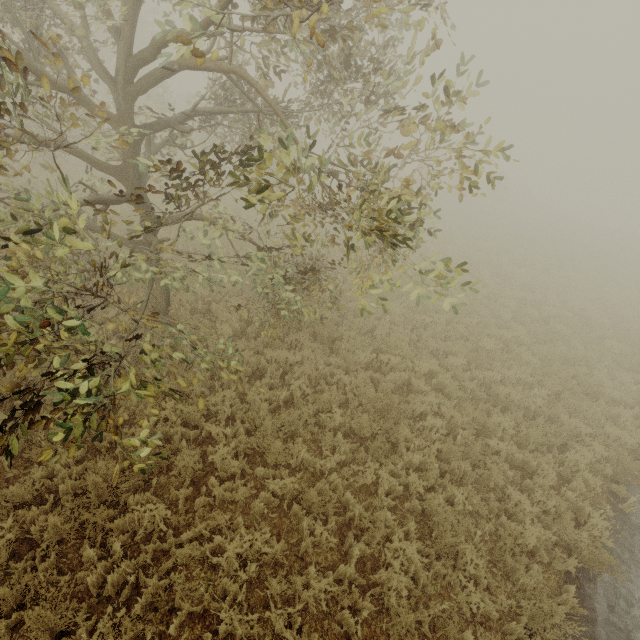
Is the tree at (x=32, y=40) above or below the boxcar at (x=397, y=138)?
below

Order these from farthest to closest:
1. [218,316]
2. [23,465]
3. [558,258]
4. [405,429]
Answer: [558,258], [218,316], [405,429], [23,465]

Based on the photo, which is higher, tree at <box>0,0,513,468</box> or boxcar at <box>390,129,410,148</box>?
boxcar at <box>390,129,410,148</box>

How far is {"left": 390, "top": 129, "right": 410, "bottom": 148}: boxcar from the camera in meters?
50.5 m

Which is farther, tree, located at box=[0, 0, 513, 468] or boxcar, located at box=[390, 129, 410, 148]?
boxcar, located at box=[390, 129, 410, 148]

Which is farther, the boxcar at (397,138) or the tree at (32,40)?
the boxcar at (397,138)
